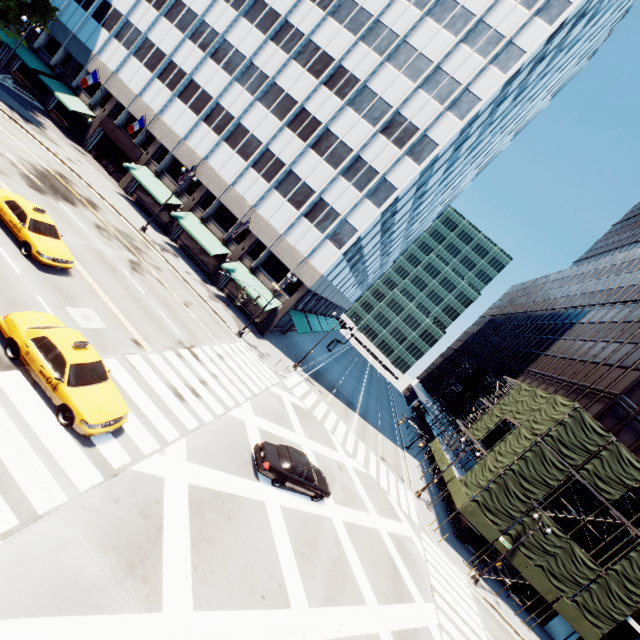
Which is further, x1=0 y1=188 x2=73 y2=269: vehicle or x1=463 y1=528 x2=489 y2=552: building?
x1=463 y1=528 x2=489 y2=552: building

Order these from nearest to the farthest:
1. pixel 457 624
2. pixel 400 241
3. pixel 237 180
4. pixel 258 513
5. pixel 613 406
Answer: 1. pixel 258 513
2. pixel 457 624
3. pixel 613 406
4. pixel 237 180
5. pixel 400 241

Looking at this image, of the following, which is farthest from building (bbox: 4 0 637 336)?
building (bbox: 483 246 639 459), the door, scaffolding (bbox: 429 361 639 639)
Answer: building (bbox: 483 246 639 459)

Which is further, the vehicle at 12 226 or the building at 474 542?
the building at 474 542

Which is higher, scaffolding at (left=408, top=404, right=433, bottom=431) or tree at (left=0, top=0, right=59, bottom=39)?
tree at (left=0, top=0, right=59, bottom=39)

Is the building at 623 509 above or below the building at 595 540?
above

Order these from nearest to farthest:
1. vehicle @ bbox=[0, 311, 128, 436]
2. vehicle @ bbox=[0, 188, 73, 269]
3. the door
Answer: vehicle @ bbox=[0, 311, 128, 436] → vehicle @ bbox=[0, 188, 73, 269] → the door

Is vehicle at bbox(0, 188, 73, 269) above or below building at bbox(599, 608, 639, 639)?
below
